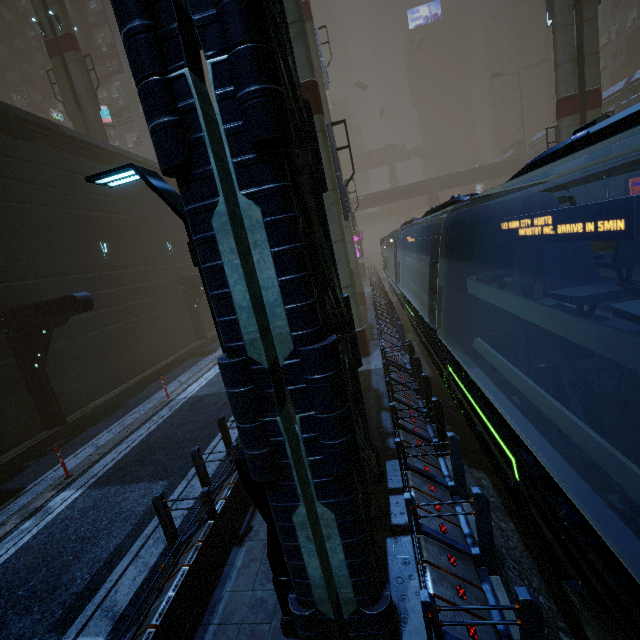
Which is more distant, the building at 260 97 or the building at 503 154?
the building at 503 154

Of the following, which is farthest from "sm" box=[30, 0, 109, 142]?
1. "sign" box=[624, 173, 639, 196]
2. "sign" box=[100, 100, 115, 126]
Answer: "sign" box=[624, 173, 639, 196]

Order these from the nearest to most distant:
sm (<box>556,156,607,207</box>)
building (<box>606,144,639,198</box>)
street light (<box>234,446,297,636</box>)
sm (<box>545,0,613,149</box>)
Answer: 1. street light (<box>234,446,297,636</box>)
2. sm (<box>545,0,613,149</box>)
3. sm (<box>556,156,607,207</box>)
4. building (<box>606,144,639,198</box>)

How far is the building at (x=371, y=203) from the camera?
43.66m

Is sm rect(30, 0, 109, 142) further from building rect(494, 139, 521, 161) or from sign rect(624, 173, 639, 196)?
sign rect(624, 173, 639, 196)

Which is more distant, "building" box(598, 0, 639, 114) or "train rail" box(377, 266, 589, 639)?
"building" box(598, 0, 639, 114)

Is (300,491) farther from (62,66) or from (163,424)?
(62,66)

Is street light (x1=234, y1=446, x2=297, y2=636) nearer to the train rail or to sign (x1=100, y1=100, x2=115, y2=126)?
the train rail
